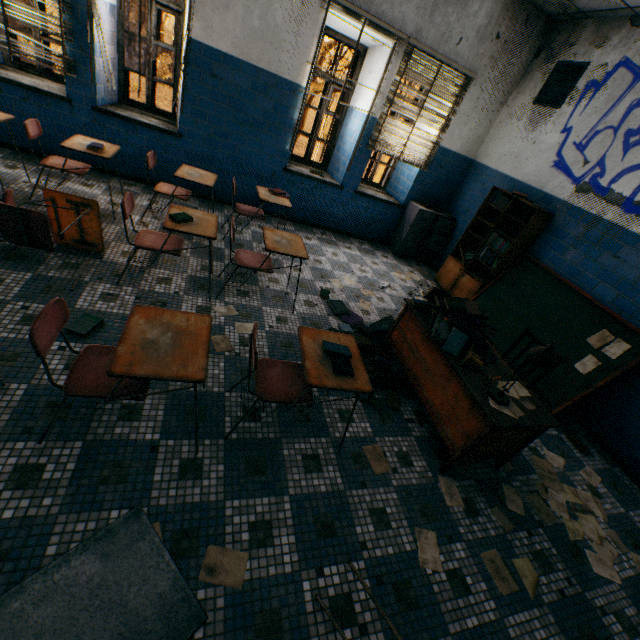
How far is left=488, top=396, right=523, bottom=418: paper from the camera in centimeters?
232cm

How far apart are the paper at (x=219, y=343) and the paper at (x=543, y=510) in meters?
2.6 m

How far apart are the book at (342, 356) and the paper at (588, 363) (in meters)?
3.18

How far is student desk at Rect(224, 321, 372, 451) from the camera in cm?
195

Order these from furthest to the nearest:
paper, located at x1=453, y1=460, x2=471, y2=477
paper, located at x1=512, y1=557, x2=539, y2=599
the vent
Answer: the vent, paper, located at x1=453, y1=460, x2=471, y2=477, paper, located at x1=512, y1=557, x2=539, y2=599

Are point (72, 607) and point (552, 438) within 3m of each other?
no

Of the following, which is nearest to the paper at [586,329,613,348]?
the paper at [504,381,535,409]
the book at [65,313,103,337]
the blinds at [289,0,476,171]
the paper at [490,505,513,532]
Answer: the paper at [504,381,535,409]

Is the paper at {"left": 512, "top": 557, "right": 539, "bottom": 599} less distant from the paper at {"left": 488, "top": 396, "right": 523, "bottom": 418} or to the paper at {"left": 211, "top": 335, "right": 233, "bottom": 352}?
the paper at {"left": 488, "top": 396, "right": 523, "bottom": 418}
